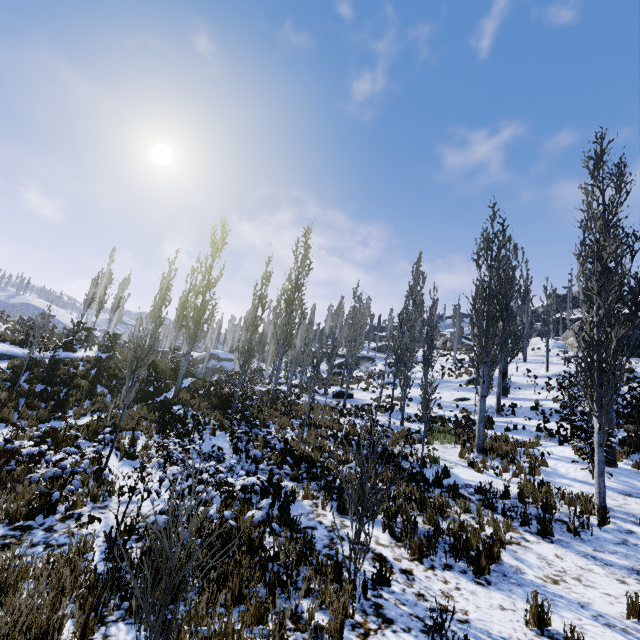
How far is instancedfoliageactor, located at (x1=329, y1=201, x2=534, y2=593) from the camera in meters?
4.7 m

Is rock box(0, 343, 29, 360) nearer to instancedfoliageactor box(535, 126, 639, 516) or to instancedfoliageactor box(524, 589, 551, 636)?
instancedfoliageactor box(535, 126, 639, 516)

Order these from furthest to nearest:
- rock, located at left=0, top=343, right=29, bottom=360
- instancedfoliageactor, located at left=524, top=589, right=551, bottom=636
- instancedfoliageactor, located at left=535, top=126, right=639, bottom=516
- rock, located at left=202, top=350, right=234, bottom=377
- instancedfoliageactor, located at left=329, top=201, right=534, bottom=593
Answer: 1. rock, located at left=202, top=350, right=234, bottom=377
2. rock, located at left=0, top=343, right=29, bottom=360
3. instancedfoliageactor, located at left=535, top=126, right=639, bottom=516
4. instancedfoliageactor, located at left=329, top=201, right=534, bottom=593
5. instancedfoliageactor, located at left=524, top=589, right=551, bottom=636

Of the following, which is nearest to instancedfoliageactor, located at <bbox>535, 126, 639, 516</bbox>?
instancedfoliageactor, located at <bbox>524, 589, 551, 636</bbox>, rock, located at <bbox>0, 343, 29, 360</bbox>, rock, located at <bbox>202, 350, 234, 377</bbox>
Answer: rock, located at <bbox>202, 350, 234, 377</bbox>

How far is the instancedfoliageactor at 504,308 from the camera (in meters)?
4.68

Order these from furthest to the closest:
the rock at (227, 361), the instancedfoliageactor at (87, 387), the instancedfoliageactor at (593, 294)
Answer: the rock at (227, 361)
the instancedfoliageactor at (593, 294)
the instancedfoliageactor at (87, 387)

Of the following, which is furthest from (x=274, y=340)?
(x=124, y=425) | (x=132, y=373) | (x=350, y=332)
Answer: (x=350, y=332)

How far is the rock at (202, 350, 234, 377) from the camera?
49.6m
